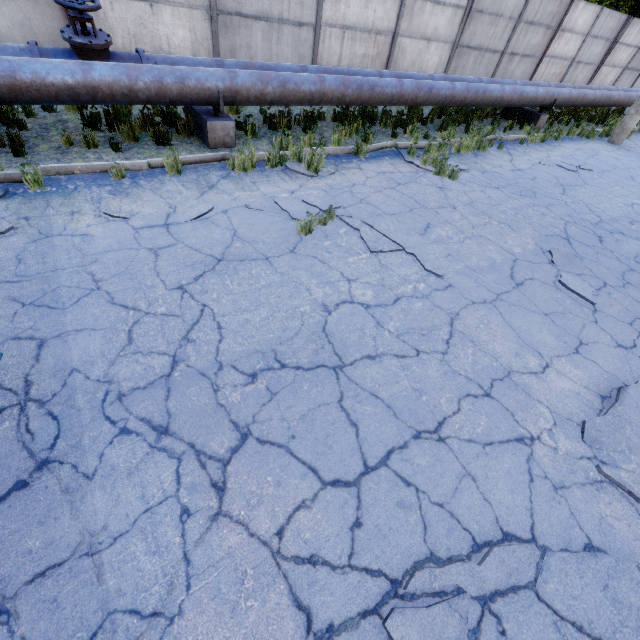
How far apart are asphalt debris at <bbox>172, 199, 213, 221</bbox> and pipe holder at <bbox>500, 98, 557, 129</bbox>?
13.38m

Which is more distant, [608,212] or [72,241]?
[608,212]

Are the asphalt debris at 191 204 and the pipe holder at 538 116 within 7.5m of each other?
no

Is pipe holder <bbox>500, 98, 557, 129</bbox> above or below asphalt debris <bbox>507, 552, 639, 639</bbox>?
above

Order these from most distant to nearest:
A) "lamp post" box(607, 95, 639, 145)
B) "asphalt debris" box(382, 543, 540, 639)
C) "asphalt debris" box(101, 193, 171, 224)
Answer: "lamp post" box(607, 95, 639, 145) → "asphalt debris" box(101, 193, 171, 224) → "asphalt debris" box(382, 543, 540, 639)

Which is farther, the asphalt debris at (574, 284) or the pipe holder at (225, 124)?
the pipe holder at (225, 124)

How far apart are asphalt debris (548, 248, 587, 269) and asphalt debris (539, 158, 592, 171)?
5.4m

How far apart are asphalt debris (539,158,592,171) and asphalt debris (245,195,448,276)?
6.8 meters
